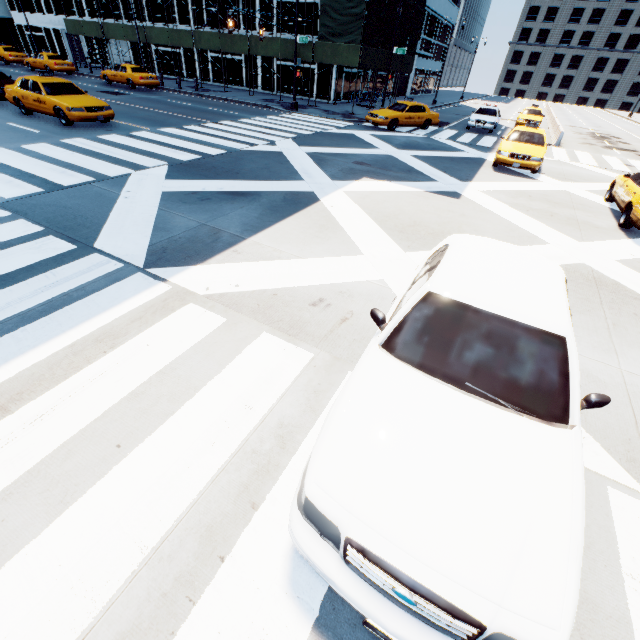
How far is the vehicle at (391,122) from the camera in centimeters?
1977cm

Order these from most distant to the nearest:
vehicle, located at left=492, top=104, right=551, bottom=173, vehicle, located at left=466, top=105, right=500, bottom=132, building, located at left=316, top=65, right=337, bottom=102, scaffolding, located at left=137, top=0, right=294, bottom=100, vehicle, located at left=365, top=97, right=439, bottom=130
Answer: building, located at left=316, top=65, right=337, bottom=102 → scaffolding, located at left=137, top=0, right=294, bottom=100 → vehicle, located at left=466, top=105, right=500, bottom=132 → vehicle, located at left=365, top=97, right=439, bottom=130 → vehicle, located at left=492, top=104, right=551, bottom=173

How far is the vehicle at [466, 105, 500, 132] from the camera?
22.6 meters

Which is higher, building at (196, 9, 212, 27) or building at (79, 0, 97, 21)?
building at (196, 9, 212, 27)

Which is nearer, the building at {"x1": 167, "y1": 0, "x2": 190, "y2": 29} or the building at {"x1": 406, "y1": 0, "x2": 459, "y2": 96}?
the building at {"x1": 167, "y1": 0, "x2": 190, "y2": 29}

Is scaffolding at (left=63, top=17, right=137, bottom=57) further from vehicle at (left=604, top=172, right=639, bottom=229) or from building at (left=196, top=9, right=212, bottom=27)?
vehicle at (left=604, top=172, right=639, bottom=229)

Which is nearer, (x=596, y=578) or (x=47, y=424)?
(x=596, y=578)

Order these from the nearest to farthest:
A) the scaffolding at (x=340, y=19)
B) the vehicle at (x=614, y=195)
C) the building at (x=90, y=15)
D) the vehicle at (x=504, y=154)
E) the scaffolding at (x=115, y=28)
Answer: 1. the vehicle at (x=614, y=195)
2. the vehicle at (x=504, y=154)
3. the scaffolding at (x=340, y=19)
4. the scaffolding at (x=115, y=28)
5. the building at (x=90, y=15)
